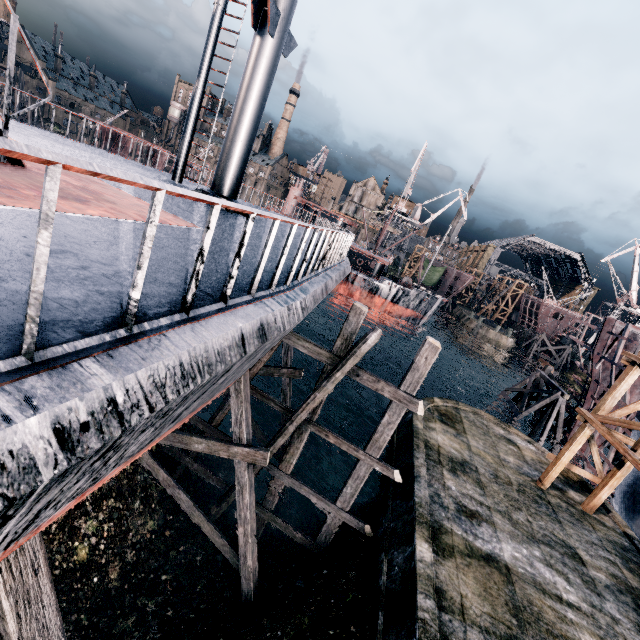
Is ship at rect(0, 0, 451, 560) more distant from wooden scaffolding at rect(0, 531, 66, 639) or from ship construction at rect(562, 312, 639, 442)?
ship construction at rect(562, 312, 639, 442)

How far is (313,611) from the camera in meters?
9.8 m

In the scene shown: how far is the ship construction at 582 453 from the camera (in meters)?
23.02

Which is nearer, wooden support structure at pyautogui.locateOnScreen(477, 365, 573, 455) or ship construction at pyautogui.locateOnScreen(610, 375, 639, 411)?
ship construction at pyautogui.locateOnScreen(610, 375, 639, 411)

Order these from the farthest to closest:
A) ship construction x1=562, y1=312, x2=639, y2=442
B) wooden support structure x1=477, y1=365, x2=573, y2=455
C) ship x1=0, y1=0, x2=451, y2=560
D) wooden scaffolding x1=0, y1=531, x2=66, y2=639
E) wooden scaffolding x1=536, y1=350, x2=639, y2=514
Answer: wooden support structure x1=477, y1=365, x2=573, y2=455
ship construction x1=562, y1=312, x2=639, y2=442
wooden scaffolding x1=536, y1=350, x2=639, y2=514
wooden scaffolding x1=0, y1=531, x2=66, y2=639
ship x1=0, y1=0, x2=451, y2=560

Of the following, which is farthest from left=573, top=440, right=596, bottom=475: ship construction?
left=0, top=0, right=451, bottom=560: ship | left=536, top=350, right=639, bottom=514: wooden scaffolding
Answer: left=0, top=0, right=451, bottom=560: ship

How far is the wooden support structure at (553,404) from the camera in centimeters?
2664cm

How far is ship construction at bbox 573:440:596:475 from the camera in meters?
23.0 m
